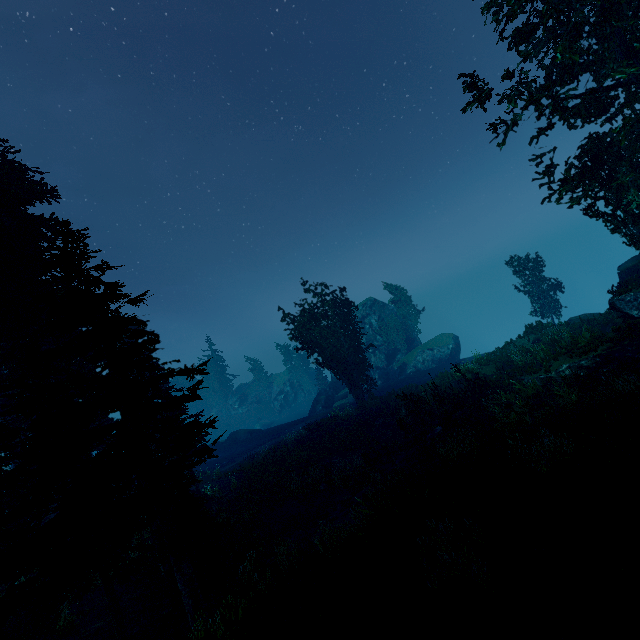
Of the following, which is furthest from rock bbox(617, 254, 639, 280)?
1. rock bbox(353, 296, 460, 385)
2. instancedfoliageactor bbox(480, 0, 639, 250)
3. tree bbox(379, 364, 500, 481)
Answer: rock bbox(353, 296, 460, 385)

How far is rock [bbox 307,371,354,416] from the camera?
44.5 meters

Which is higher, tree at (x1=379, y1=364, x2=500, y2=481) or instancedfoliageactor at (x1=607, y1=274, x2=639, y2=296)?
instancedfoliageactor at (x1=607, y1=274, x2=639, y2=296)

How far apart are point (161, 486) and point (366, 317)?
42.7 meters

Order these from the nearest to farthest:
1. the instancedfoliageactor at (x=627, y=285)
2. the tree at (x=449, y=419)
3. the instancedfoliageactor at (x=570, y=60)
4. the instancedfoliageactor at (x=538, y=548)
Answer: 1. the instancedfoliageactor at (x=538, y=548)
2. the instancedfoliageactor at (x=570, y=60)
3. the tree at (x=449, y=419)
4. the instancedfoliageactor at (x=627, y=285)

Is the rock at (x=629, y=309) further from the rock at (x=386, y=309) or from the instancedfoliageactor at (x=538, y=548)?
the rock at (x=386, y=309)

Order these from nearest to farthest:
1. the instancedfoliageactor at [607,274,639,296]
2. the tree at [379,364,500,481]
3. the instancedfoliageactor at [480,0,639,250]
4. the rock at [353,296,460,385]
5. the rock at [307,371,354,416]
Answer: the instancedfoliageactor at [480,0,639,250], the tree at [379,364,500,481], the instancedfoliageactor at [607,274,639,296], the rock at [353,296,460,385], the rock at [307,371,354,416]

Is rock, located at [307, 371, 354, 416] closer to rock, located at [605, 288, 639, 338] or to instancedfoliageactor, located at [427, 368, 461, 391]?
instancedfoliageactor, located at [427, 368, 461, 391]
